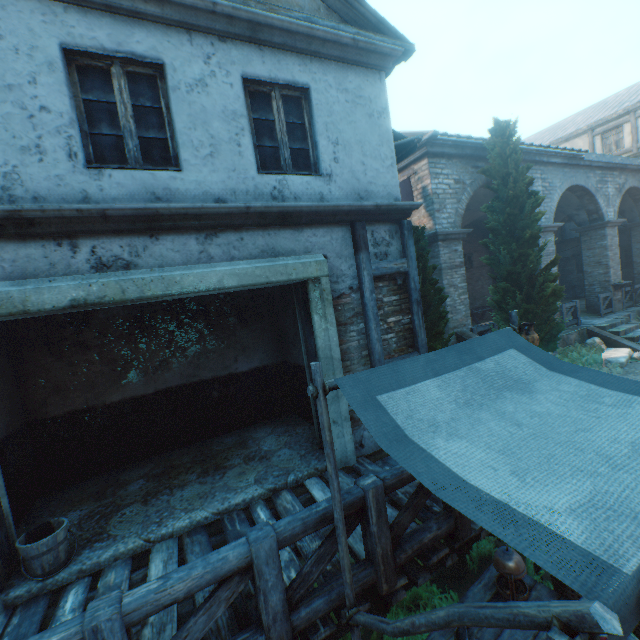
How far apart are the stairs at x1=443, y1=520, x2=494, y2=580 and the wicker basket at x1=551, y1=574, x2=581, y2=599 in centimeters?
57cm

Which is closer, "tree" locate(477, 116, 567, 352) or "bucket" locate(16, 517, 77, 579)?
"bucket" locate(16, 517, 77, 579)

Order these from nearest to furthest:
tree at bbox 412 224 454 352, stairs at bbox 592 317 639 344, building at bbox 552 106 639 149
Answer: tree at bbox 412 224 454 352 < stairs at bbox 592 317 639 344 < building at bbox 552 106 639 149

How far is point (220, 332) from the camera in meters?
6.7 m

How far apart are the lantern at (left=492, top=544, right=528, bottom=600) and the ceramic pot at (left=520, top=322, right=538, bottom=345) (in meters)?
6.11

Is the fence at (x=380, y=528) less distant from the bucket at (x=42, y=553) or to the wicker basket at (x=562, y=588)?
the wicker basket at (x=562, y=588)

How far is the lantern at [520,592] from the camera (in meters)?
2.79

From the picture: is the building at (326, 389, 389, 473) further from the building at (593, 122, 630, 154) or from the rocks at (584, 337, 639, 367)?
the rocks at (584, 337, 639, 367)
